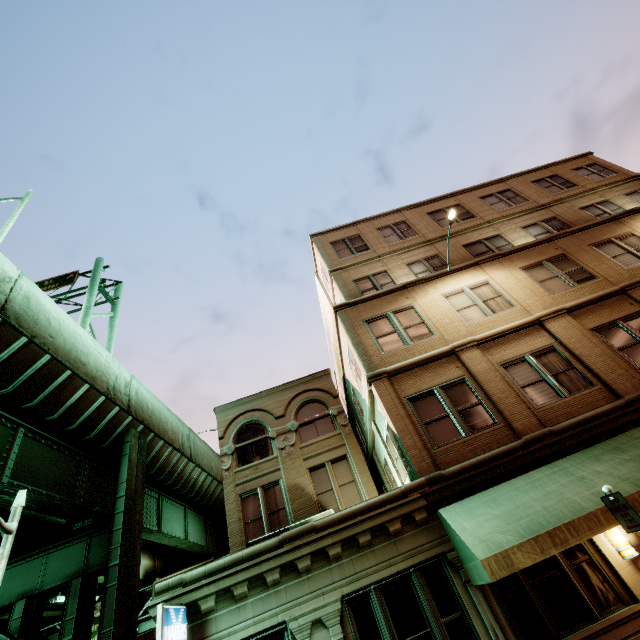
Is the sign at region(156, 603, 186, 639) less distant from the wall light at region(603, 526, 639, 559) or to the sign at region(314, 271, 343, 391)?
the wall light at region(603, 526, 639, 559)

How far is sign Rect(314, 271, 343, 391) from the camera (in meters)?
19.86

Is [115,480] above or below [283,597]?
above

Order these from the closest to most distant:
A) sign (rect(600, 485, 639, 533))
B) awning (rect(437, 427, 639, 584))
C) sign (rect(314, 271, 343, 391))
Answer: sign (rect(600, 485, 639, 533)), awning (rect(437, 427, 639, 584)), sign (rect(314, 271, 343, 391))

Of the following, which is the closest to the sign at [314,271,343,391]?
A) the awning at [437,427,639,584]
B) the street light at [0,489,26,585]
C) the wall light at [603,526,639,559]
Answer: the awning at [437,427,639,584]

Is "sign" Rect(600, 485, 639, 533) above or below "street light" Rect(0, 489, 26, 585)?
below

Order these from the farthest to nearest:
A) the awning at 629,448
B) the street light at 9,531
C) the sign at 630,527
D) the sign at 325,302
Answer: the sign at 325,302
the street light at 9,531
the awning at 629,448
the sign at 630,527

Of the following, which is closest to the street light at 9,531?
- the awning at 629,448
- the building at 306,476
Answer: the building at 306,476
